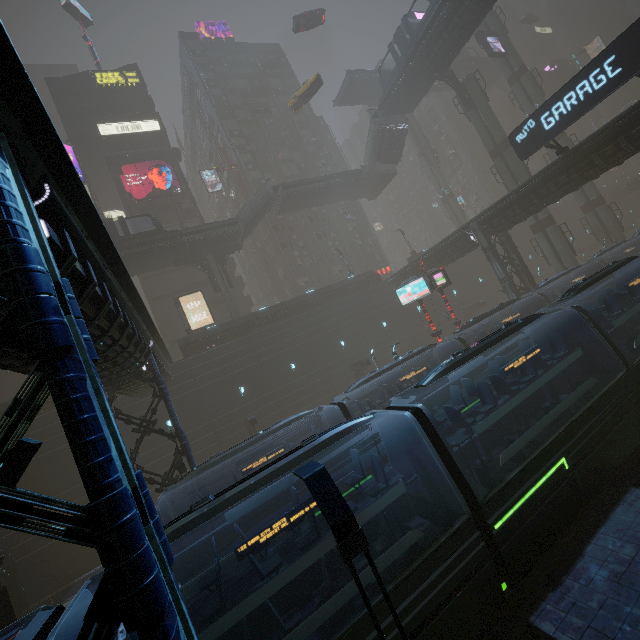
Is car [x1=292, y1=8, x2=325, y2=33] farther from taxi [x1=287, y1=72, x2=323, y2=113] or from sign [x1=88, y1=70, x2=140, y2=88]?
sign [x1=88, y1=70, x2=140, y2=88]

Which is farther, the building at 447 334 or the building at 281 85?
the building at 281 85

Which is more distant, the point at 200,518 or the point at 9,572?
the point at 9,572

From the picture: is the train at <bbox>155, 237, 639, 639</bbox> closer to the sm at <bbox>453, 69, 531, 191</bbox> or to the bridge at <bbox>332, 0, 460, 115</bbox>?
the sm at <bbox>453, 69, 531, 191</bbox>

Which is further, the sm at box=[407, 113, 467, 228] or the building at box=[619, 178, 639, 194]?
the building at box=[619, 178, 639, 194]

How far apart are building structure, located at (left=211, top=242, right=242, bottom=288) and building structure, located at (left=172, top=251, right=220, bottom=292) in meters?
0.7 m

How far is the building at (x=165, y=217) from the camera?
43.5m

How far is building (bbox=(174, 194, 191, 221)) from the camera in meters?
44.5 m
